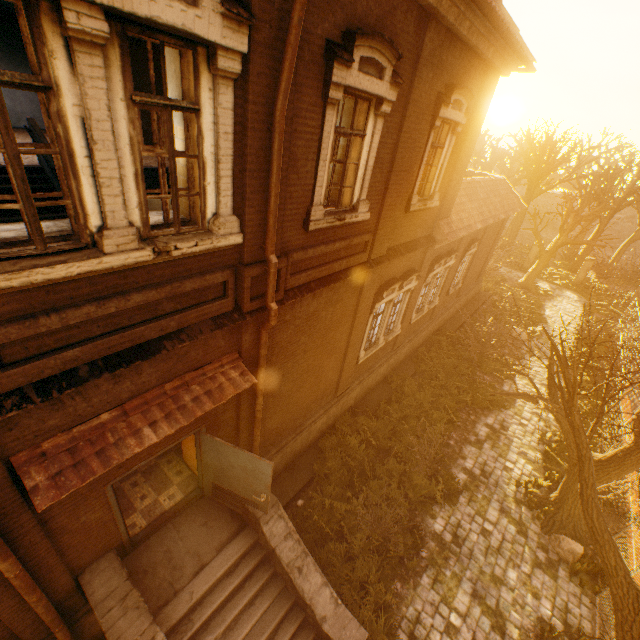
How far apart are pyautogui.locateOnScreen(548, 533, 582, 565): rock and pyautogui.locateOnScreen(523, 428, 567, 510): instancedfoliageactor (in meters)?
2.14

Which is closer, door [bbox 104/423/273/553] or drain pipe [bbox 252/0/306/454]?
drain pipe [bbox 252/0/306/454]

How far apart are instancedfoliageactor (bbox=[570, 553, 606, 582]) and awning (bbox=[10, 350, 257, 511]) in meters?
9.4 m

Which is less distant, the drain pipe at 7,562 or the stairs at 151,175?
the drain pipe at 7,562

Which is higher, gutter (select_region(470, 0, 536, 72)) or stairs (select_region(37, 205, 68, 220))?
gutter (select_region(470, 0, 536, 72))

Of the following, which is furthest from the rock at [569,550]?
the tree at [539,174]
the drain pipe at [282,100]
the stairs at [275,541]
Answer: the drain pipe at [282,100]

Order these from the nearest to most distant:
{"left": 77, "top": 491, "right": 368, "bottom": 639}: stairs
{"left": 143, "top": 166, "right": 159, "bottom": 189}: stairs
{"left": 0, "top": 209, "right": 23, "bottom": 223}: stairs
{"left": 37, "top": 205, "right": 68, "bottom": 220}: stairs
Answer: {"left": 77, "top": 491, "right": 368, "bottom": 639}: stairs < {"left": 0, "top": 209, "right": 23, "bottom": 223}: stairs < {"left": 37, "top": 205, "right": 68, "bottom": 220}: stairs < {"left": 143, "top": 166, "right": 159, "bottom": 189}: stairs

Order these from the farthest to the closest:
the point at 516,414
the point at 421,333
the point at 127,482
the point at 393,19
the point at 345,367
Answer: the point at 421,333, the point at 516,414, the point at 345,367, the point at 127,482, the point at 393,19
